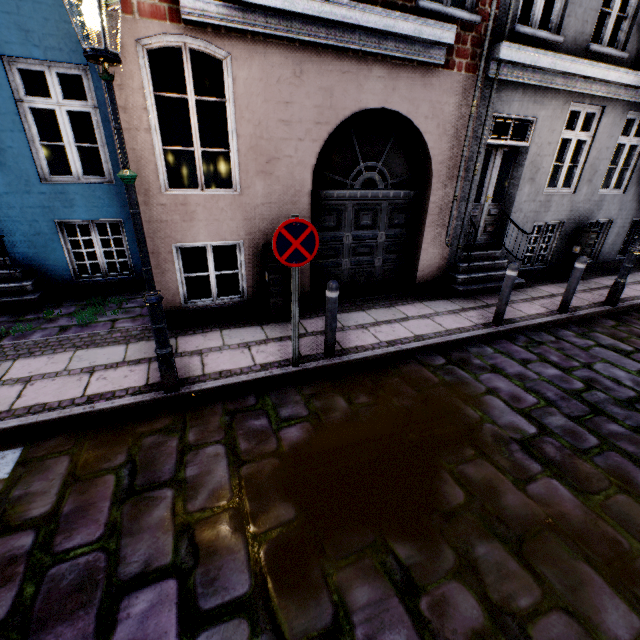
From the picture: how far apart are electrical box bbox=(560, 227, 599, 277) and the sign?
7.96m

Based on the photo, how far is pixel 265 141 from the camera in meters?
4.9

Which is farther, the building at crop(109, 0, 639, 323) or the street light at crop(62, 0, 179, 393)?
the building at crop(109, 0, 639, 323)

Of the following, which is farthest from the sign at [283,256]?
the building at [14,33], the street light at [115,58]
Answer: the building at [14,33]

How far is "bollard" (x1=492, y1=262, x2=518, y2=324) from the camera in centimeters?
535cm

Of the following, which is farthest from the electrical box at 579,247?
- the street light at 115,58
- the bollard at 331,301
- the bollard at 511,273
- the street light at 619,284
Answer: the street light at 115,58

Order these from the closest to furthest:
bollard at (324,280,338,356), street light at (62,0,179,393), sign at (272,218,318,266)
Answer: street light at (62,0,179,393), sign at (272,218,318,266), bollard at (324,280,338,356)

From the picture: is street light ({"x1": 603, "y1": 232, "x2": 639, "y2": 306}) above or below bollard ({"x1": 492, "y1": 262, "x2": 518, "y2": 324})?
below
